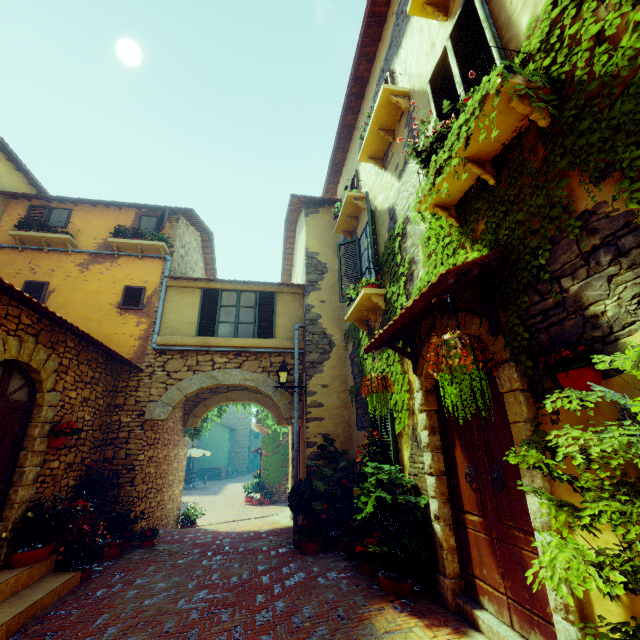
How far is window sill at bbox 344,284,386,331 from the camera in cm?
599

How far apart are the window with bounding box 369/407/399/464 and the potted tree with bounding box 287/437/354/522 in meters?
1.6

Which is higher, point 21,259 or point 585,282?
point 21,259

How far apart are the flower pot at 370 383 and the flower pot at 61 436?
5.3 meters

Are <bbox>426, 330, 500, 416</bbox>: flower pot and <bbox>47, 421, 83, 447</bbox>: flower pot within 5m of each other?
no

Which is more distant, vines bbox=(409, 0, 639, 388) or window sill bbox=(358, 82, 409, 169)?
window sill bbox=(358, 82, 409, 169)

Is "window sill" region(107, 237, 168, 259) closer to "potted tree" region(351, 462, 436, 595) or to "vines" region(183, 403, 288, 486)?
"vines" region(183, 403, 288, 486)

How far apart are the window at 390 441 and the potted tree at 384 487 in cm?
29
